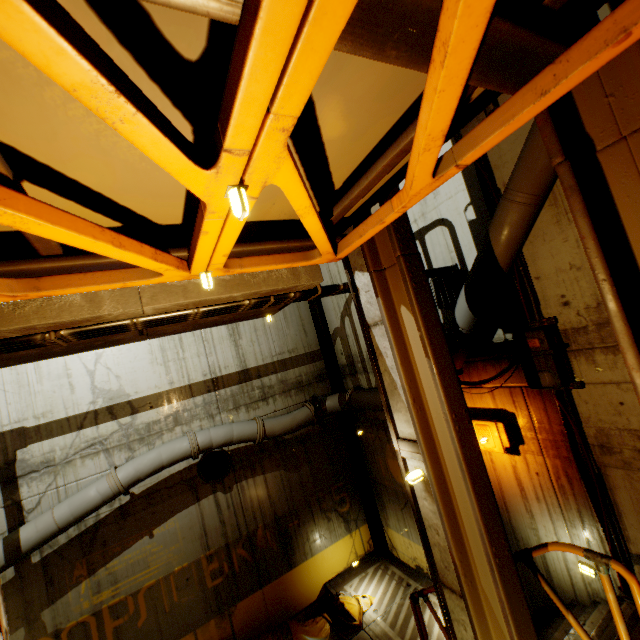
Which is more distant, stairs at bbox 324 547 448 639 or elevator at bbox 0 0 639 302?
stairs at bbox 324 547 448 639

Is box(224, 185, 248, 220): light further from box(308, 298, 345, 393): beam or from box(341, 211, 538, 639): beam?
box(308, 298, 345, 393): beam

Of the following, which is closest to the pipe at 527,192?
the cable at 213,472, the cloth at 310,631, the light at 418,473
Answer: the cloth at 310,631

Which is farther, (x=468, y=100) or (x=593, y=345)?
(x=593, y=345)

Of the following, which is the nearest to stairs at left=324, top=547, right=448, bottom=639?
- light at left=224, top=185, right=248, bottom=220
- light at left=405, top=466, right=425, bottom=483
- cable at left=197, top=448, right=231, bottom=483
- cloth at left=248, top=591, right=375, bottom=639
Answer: cloth at left=248, top=591, right=375, bottom=639

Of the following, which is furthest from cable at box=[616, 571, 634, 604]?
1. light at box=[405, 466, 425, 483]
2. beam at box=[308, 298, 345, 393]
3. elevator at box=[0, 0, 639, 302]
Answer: beam at box=[308, 298, 345, 393]

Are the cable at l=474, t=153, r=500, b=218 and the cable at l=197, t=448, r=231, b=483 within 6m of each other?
no

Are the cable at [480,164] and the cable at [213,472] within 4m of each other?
no
